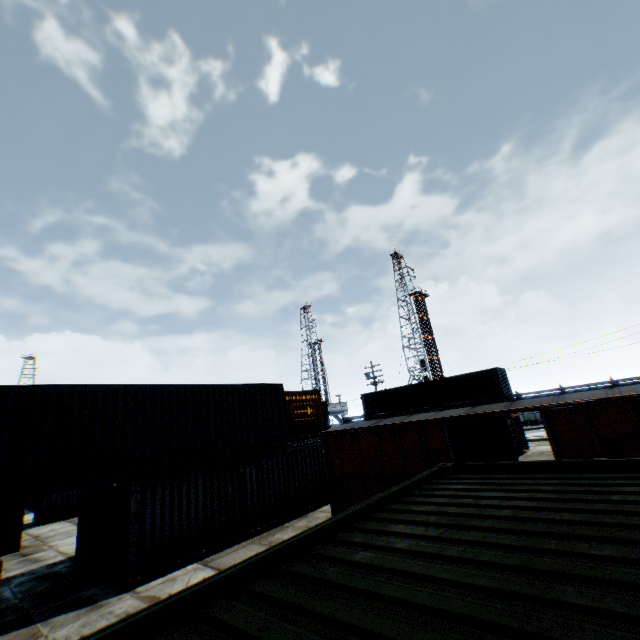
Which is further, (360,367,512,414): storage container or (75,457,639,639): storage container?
(360,367,512,414): storage container

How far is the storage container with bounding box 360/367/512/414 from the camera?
23.6m

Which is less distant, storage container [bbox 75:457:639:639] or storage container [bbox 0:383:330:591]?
storage container [bbox 75:457:639:639]

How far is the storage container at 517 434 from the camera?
21.44m

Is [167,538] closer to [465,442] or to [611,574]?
[465,442]

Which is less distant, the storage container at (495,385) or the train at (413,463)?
the train at (413,463)

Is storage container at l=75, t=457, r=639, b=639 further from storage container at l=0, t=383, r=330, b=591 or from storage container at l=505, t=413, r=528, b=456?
storage container at l=505, t=413, r=528, b=456

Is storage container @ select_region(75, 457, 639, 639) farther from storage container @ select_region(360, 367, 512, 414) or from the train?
storage container @ select_region(360, 367, 512, 414)
